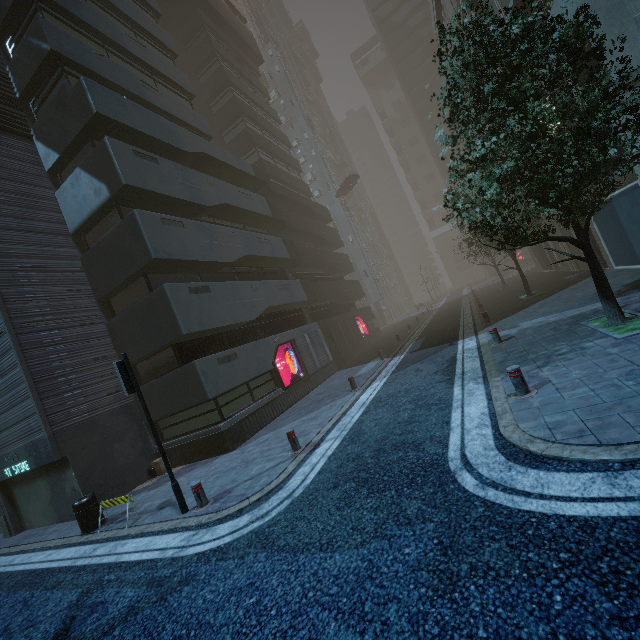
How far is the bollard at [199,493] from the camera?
7.23m

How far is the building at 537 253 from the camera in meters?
19.6

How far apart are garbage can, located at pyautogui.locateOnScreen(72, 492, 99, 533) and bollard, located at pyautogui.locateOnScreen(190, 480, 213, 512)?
4.0 meters

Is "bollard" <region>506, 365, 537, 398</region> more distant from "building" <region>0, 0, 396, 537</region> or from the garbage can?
the garbage can

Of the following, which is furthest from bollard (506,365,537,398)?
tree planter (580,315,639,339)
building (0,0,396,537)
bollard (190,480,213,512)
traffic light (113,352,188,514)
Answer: building (0,0,396,537)

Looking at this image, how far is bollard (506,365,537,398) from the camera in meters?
6.1

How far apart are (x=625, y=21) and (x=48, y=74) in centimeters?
2102cm

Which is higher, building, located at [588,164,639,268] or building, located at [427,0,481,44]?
building, located at [427,0,481,44]
